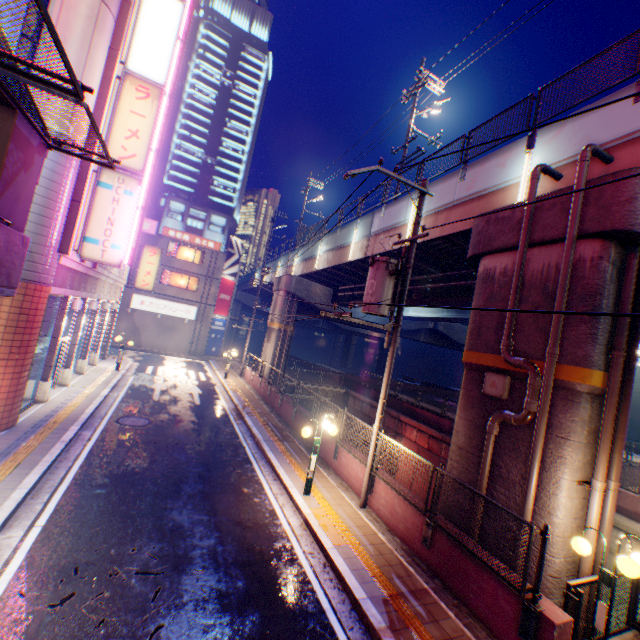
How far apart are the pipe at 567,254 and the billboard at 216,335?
32.3 meters

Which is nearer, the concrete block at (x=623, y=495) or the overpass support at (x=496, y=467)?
the overpass support at (x=496, y=467)

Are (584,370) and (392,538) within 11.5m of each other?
yes

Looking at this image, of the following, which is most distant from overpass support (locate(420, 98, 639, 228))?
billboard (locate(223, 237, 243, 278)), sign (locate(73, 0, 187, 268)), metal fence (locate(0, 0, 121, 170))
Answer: sign (locate(73, 0, 187, 268))

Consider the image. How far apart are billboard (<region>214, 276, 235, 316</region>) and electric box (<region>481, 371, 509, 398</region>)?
32.0 meters

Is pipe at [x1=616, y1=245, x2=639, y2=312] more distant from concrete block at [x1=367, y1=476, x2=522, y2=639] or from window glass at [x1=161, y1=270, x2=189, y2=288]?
window glass at [x1=161, y1=270, x2=189, y2=288]

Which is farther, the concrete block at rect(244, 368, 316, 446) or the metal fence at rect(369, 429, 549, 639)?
the concrete block at rect(244, 368, 316, 446)

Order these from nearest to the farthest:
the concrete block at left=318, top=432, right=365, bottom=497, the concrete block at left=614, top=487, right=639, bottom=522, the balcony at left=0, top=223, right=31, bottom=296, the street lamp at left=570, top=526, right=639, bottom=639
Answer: the street lamp at left=570, top=526, right=639, bottom=639, the balcony at left=0, top=223, right=31, bottom=296, the concrete block at left=318, top=432, right=365, bottom=497, the concrete block at left=614, top=487, right=639, bottom=522
